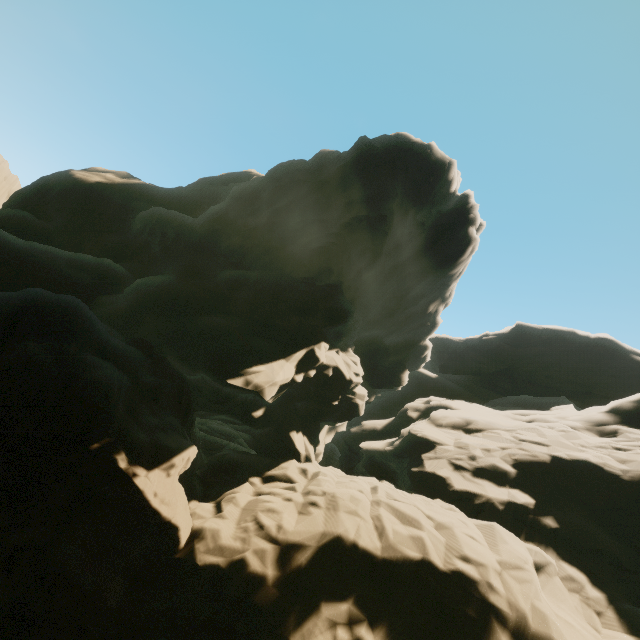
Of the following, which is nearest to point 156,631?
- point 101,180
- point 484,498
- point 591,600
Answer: point 484,498
